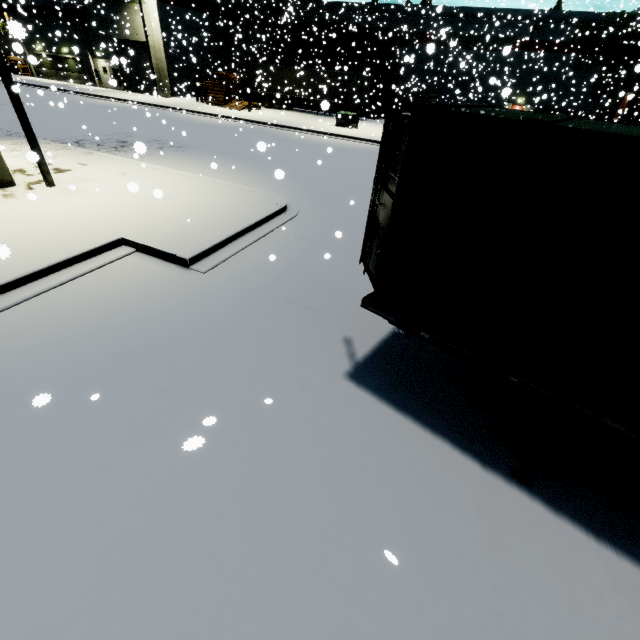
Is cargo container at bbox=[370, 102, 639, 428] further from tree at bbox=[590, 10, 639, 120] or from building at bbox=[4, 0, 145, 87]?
tree at bbox=[590, 10, 639, 120]

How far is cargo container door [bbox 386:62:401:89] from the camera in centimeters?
3421cm

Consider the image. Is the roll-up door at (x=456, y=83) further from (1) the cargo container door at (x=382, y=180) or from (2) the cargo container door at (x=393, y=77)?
(1) the cargo container door at (x=382, y=180)

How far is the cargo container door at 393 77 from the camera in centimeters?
3421cm

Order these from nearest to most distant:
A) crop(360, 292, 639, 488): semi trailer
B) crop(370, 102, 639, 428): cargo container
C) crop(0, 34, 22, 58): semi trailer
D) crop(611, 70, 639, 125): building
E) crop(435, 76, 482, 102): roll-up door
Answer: crop(370, 102, 639, 428): cargo container → crop(360, 292, 639, 488): semi trailer → crop(0, 34, 22, 58): semi trailer → crop(611, 70, 639, 125): building → crop(435, 76, 482, 102): roll-up door

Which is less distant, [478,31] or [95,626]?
[95,626]

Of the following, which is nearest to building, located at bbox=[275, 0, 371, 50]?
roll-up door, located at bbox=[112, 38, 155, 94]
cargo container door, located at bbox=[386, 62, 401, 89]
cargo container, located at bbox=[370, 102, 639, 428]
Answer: roll-up door, located at bbox=[112, 38, 155, 94]

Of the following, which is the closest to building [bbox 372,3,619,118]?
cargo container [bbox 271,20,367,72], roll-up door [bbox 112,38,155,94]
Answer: roll-up door [bbox 112,38,155,94]
